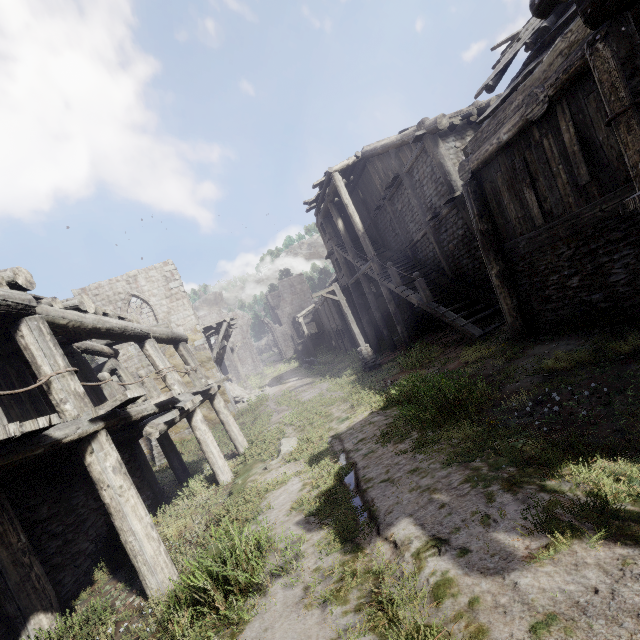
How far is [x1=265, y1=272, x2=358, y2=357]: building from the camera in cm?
2655

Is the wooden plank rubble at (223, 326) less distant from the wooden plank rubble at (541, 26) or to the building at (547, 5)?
the building at (547, 5)

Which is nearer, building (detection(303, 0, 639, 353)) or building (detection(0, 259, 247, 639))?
building (detection(0, 259, 247, 639))

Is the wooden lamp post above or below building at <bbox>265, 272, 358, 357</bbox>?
below

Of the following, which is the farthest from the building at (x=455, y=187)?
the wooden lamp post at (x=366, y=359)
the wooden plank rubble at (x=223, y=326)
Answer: the wooden lamp post at (x=366, y=359)

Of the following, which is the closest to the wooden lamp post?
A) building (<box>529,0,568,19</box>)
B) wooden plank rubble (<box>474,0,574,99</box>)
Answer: building (<box>529,0,568,19</box>)

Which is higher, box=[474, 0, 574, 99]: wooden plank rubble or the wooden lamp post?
box=[474, 0, 574, 99]: wooden plank rubble

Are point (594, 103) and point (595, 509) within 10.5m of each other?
yes
